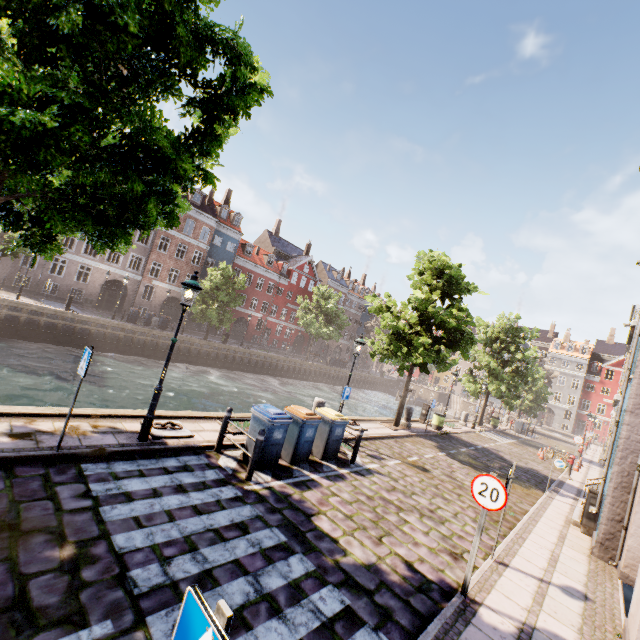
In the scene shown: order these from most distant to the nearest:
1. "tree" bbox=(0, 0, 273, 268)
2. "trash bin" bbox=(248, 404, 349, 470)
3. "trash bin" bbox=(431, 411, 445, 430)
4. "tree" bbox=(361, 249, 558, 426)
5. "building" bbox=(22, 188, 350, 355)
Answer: "building" bbox=(22, 188, 350, 355) < "trash bin" bbox=(431, 411, 445, 430) < "tree" bbox=(361, 249, 558, 426) < "trash bin" bbox=(248, 404, 349, 470) < "tree" bbox=(0, 0, 273, 268)

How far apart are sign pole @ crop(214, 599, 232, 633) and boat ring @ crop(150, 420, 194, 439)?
6.67m

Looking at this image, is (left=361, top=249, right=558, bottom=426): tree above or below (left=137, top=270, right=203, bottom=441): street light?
above

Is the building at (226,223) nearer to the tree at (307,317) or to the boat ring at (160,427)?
the tree at (307,317)

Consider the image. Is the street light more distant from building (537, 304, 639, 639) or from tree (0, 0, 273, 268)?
building (537, 304, 639, 639)

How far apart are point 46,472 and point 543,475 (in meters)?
20.06

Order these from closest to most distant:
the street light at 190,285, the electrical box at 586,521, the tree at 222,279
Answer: the street light at 190,285 → the electrical box at 586,521 → the tree at 222,279

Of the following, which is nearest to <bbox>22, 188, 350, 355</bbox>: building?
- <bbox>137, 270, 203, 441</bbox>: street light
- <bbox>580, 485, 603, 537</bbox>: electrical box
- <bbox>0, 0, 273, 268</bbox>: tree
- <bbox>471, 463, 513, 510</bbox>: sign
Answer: <bbox>0, 0, 273, 268</bbox>: tree
